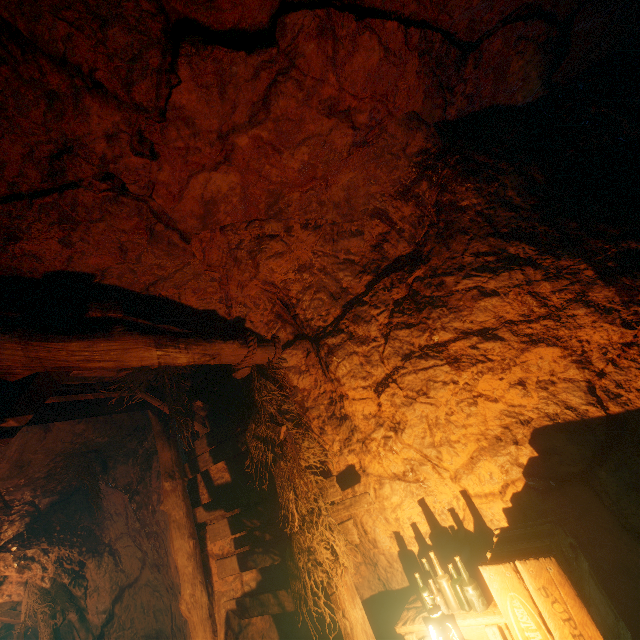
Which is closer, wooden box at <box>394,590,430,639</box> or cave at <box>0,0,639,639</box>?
cave at <box>0,0,639,639</box>

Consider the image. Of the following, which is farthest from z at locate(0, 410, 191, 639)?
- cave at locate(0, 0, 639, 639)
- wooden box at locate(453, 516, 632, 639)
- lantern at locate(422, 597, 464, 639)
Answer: lantern at locate(422, 597, 464, 639)

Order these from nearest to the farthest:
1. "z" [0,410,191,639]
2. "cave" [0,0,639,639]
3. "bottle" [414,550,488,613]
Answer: "cave" [0,0,639,639] → "bottle" [414,550,488,613] → "z" [0,410,191,639]

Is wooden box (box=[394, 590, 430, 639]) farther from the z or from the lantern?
the z

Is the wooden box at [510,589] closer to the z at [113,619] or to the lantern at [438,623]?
the lantern at [438,623]

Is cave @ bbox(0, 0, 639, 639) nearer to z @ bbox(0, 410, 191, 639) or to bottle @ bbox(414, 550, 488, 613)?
z @ bbox(0, 410, 191, 639)

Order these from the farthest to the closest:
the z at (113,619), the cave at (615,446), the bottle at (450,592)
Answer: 1. the z at (113,619)
2. the bottle at (450,592)
3. the cave at (615,446)

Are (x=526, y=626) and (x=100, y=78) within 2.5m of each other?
no
